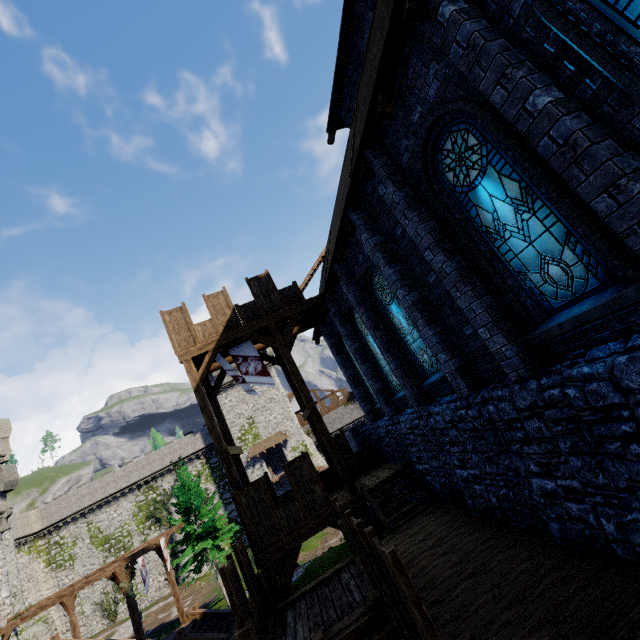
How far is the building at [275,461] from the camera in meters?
48.1

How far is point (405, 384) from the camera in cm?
1057

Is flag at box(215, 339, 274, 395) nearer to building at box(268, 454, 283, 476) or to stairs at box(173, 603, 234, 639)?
stairs at box(173, 603, 234, 639)

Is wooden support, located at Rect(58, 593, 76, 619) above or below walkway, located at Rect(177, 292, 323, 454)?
below

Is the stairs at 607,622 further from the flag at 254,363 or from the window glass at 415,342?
the flag at 254,363

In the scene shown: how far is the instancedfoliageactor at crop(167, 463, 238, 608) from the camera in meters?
24.2

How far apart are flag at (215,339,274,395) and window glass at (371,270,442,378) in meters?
5.7 m

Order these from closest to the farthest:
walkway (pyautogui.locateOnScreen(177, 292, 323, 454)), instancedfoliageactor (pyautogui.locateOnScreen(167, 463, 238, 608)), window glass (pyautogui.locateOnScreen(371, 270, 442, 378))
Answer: window glass (pyautogui.locateOnScreen(371, 270, 442, 378)) → walkway (pyautogui.locateOnScreen(177, 292, 323, 454)) → instancedfoliageactor (pyautogui.locateOnScreen(167, 463, 238, 608))
